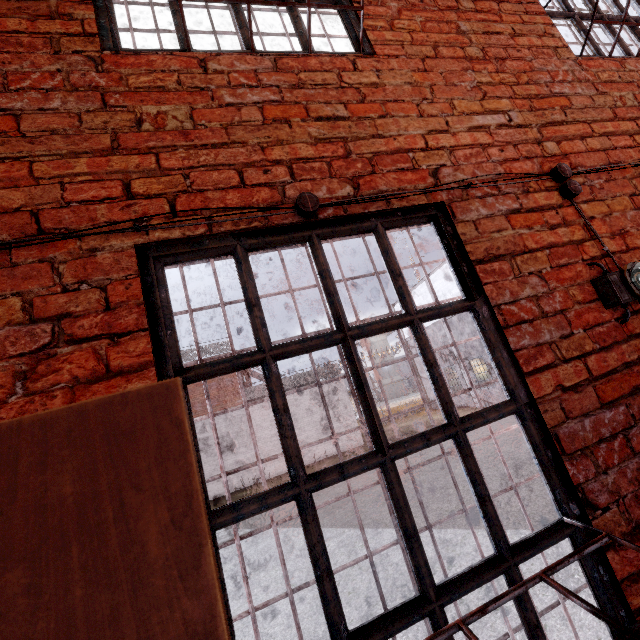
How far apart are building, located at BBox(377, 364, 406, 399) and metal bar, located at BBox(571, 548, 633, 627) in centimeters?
5878cm

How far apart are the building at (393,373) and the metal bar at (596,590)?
58.8 meters

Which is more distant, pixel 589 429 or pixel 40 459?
pixel 589 429

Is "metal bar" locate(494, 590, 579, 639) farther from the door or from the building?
the building

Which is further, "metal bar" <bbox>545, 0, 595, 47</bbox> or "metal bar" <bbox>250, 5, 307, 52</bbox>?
"metal bar" <bbox>545, 0, 595, 47</bbox>

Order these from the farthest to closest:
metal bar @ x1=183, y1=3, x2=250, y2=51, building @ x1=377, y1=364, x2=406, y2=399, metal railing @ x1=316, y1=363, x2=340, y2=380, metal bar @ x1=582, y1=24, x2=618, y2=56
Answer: building @ x1=377, y1=364, x2=406, y2=399 < metal railing @ x1=316, y1=363, x2=340, y2=380 < metal bar @ x1=582, y1=24, x2=618, y2=56 < metal bar @ x1=183, y1=3, x2=250, y2=51

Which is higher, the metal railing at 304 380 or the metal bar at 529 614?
the metal railing at 304 380

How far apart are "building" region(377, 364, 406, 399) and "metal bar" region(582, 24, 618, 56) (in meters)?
57.66
